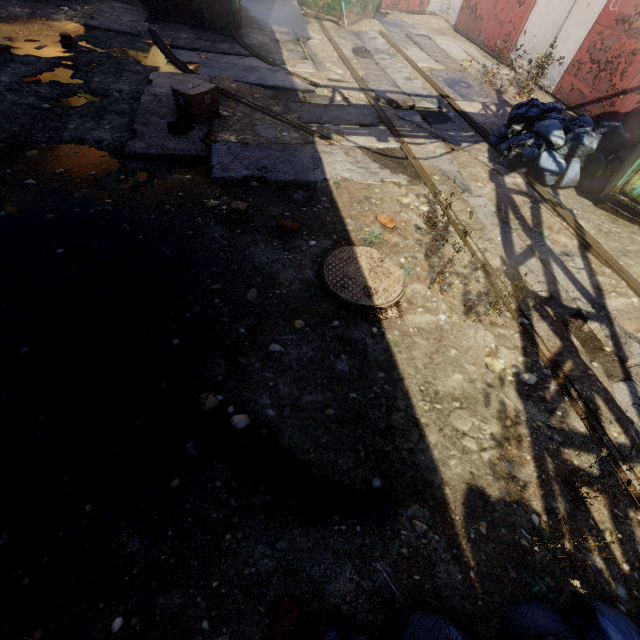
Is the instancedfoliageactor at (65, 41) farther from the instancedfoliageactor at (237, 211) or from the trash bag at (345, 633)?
the trash bag at (345, 633)

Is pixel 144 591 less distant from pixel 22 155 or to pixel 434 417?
pixel 434 417

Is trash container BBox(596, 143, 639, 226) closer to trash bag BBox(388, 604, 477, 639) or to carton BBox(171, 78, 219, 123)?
trash bag BBox(388, 604, 477, 639)

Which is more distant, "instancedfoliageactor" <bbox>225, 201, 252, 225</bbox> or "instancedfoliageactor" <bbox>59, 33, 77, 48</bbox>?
"instancedfoliageactor" <bbox>59, 33, 77, 48</bbox>

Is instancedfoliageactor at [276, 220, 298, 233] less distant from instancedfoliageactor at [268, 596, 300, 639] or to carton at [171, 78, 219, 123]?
carton at [171, 78, 219, 123]

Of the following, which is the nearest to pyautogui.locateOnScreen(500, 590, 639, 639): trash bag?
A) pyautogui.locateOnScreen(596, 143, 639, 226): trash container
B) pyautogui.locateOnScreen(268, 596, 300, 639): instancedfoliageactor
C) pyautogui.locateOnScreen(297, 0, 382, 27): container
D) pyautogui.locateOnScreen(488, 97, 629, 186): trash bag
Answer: pyautogui.locateOnScreen(268, 596, 300, 639): instancedfoliageactor

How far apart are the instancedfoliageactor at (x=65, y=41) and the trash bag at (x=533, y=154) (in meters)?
7.85

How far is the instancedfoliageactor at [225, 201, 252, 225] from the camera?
3.5m
